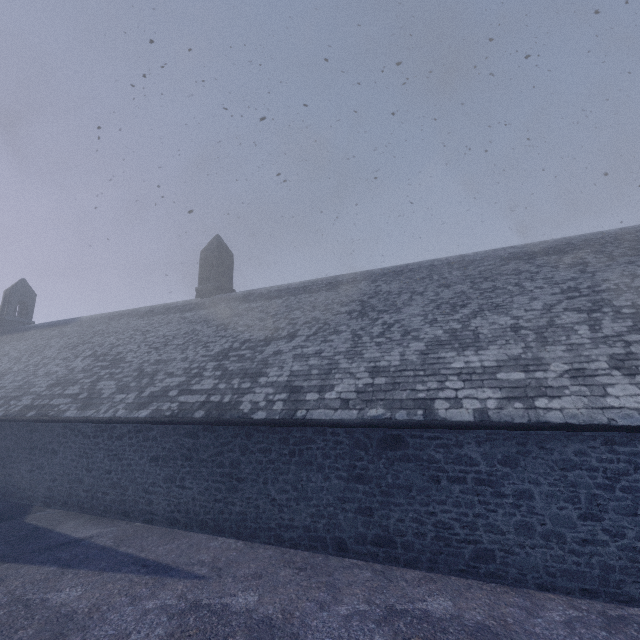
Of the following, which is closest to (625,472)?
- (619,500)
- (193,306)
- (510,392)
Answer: (619,500)
